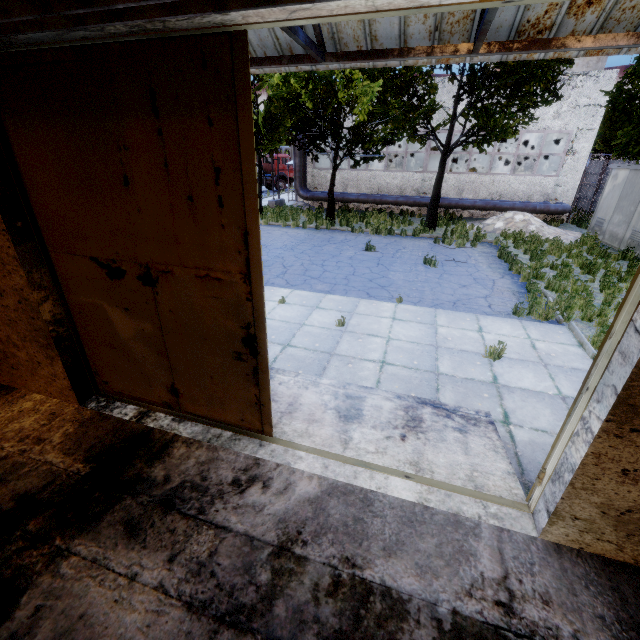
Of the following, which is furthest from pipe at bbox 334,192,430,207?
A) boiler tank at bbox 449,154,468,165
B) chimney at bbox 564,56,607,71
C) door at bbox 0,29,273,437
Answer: door at bbox 0,29,273,437

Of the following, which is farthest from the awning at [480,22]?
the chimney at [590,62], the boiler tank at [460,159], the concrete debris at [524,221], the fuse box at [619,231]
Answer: the chimney at [590,62]

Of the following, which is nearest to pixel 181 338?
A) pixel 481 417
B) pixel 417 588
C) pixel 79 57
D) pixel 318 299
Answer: pixel 79 57

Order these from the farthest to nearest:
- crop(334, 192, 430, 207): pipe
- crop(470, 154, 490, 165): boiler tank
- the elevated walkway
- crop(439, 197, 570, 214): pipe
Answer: crop(470, 154, 490, 165): boiler tank < crop(334, 192, 430, 207): pipe < crop(439, 197, 570, 214): pipe < the elevated walkway

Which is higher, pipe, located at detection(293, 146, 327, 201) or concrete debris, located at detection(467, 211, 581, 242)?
pipe, located at detection(293, 146, 327, 201)

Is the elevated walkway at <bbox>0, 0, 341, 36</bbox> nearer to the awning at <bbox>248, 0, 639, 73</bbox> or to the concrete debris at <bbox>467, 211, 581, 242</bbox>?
the awning at <bbox>248, 0, 639, 73</bbox>

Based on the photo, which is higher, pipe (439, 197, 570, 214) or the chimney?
the chimney

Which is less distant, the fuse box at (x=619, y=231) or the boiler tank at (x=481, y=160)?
the fuse box at (x=619, y=231)
